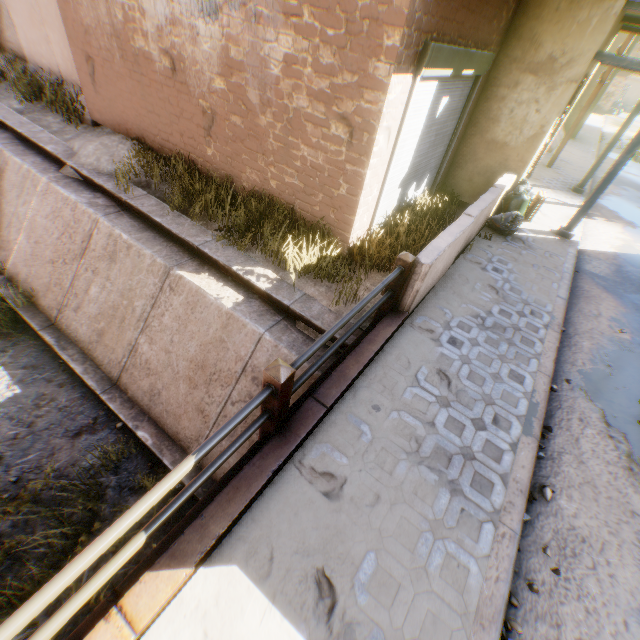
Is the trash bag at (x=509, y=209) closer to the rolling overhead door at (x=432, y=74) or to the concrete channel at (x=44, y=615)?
the rolling overhead door at (x=432, y=74)

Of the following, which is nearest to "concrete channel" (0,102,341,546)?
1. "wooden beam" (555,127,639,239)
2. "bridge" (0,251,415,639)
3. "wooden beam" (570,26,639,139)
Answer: "bridge" (0,251,415,639)

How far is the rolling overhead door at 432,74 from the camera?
4.5m

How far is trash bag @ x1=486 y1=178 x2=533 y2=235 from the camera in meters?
6.9 m

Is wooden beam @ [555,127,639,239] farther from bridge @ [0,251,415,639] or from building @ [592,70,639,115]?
bridge @ [0,251,415,639]

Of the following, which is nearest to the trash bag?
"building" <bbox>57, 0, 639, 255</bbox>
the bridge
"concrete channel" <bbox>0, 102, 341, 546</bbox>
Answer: "building" <bbox>57, 0, 639, 255</bbox>

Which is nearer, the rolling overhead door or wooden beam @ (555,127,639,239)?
the rolling overhead door

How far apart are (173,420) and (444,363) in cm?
441
